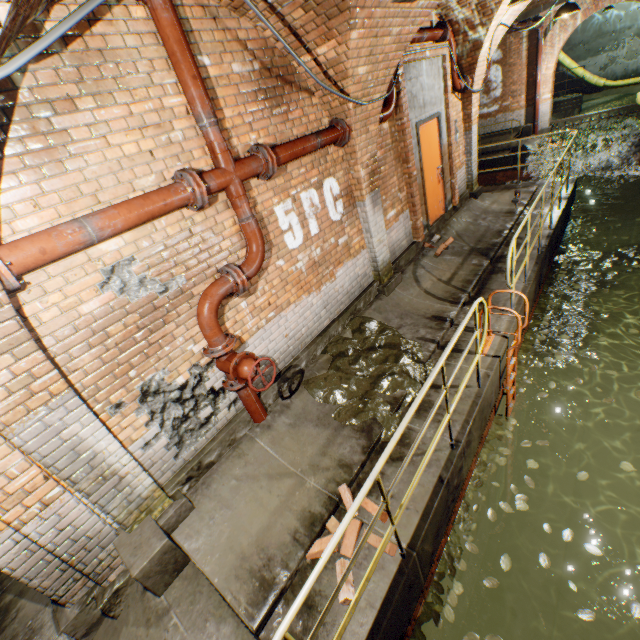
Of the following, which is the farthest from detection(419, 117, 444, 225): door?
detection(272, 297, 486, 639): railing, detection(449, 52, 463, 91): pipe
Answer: detection(272, 297, 486, 639): railing

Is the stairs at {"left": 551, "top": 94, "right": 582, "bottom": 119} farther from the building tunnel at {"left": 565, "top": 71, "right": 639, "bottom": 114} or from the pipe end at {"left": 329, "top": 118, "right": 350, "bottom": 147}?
the pipe end at {"left": 329, "top": 118, "right": 350, "bottom": 147}

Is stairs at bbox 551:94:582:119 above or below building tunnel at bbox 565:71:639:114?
above

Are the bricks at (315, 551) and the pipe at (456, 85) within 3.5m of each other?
no

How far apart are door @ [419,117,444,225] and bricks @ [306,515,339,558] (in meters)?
6.00

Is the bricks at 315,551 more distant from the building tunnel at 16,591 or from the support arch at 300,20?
the support arch at 300,20

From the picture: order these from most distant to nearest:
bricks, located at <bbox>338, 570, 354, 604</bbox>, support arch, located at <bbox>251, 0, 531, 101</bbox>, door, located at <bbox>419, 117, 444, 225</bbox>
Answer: door, located at <bbox>419, 117, 444, 225</bbox> < support arch, located at <bbox>251, 0, 531, 101</bbox> < bricks, located at <bbox>338, 570, 354, 604</bbox>

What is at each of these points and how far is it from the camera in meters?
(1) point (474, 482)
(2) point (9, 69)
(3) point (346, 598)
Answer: (1) leaves, 4.4
(2) wire, 1.6
(3) bricks, 2.7
